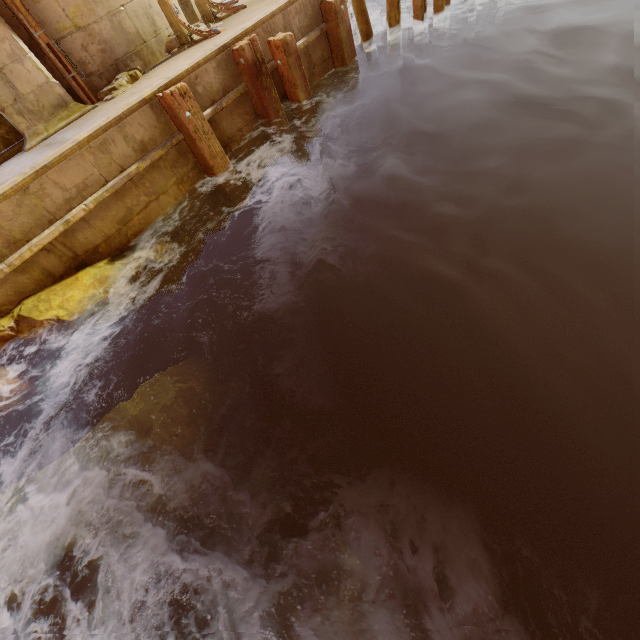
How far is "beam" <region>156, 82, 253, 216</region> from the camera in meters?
5.2

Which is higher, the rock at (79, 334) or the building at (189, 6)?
the building at (189, 6)

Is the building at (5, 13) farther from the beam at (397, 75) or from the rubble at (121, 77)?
the beam at (397, 75)

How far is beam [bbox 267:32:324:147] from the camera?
6.2m

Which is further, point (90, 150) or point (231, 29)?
point (231, 29)

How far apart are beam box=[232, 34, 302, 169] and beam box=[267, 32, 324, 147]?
0.50m

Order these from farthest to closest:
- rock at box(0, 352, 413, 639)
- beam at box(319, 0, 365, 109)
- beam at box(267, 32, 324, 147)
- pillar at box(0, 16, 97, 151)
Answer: beam at box(319, 0, 365, 109), beam at box(267, 32, 324, 147), pillar at box(0, 16, 97, 151), rock at box(0, 352, 413, 639)

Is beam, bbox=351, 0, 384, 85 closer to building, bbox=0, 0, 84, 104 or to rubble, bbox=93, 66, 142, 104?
building, bbox=0, 0, 84, 104
